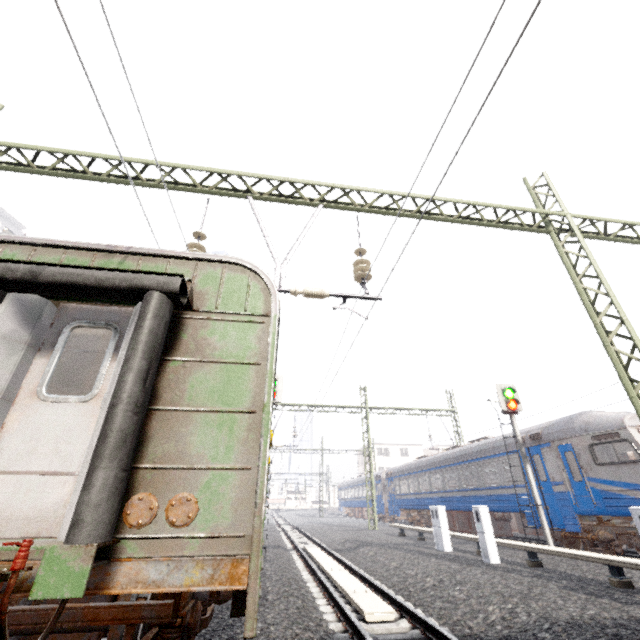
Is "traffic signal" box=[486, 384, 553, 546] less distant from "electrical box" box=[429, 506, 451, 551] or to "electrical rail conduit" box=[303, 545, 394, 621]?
"electrical box" box=[429, 506, 451, 551]

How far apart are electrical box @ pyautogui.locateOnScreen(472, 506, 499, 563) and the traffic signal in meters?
2.9

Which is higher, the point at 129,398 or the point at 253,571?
the point at 129,398

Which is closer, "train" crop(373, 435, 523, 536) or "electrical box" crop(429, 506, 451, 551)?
"electrical box" crop(429, 506, 451, 551)

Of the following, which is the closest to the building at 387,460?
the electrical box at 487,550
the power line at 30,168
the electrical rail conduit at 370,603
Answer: the electrical rail conduit at 370,603

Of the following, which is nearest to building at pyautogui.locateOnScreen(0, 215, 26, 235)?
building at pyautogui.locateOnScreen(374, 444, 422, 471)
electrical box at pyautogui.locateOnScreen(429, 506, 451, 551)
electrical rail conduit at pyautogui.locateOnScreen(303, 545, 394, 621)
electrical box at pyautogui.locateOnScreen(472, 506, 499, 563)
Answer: electrical rail conduit at pyautogui.locateOnScreen(303, 545, 394, 621)

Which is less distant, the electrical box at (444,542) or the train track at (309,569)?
the train track at (309,569)

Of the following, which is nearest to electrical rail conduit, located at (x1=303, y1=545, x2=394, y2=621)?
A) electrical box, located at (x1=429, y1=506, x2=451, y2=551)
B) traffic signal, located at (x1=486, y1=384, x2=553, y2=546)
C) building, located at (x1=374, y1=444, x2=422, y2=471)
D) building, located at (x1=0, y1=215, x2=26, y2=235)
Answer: electrical box, located at (x1=429, y1=506, x2=451, y2=551)
